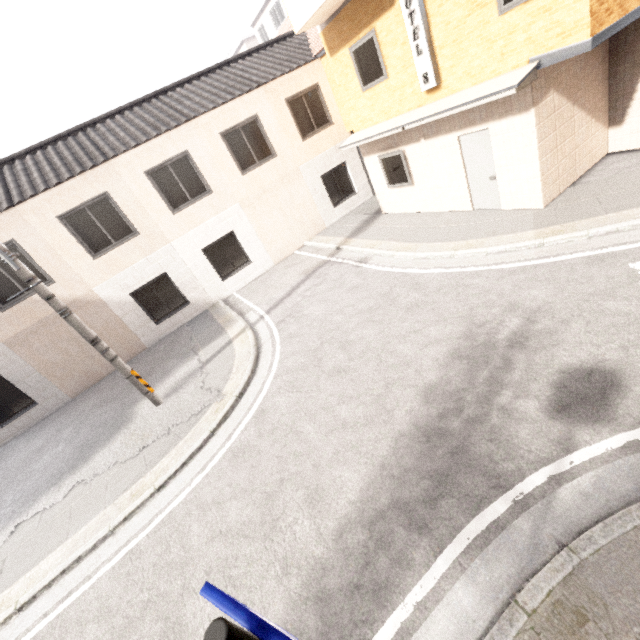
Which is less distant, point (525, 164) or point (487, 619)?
point (487, 619)

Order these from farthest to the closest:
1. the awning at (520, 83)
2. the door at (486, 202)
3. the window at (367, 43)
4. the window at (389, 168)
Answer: the window at (389, 168)
the window at (367, 43)
the door at (486, 202)
the awning at (520, 83)

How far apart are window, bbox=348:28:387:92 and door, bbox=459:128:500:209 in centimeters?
257cm

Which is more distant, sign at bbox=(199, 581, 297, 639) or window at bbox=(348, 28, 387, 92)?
window at bbox=(348, 28, 387, 92)

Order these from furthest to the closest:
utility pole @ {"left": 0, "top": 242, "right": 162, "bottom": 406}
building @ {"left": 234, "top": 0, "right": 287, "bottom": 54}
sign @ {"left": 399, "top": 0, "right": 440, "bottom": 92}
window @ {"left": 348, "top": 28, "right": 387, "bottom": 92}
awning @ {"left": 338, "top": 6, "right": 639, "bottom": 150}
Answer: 1. building @ {"left": 234, "top": 0, "right": 287, "bottom": 54}
2. window @ {"left": 348, "top": 28, "right": 387, "bottom": 92}
3. sign @ {"left": 399, "top": 0, "right": 440, "bottom": 92}
4. utility pole @ {"left": 0, "top": 242, "right": 162, "bottom": 406}
5. awning @ {"left": 338, "top": 6, "right": 639, "bottom": 150}

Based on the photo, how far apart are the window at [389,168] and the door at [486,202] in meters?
1.8

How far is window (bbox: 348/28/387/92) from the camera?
8.69m

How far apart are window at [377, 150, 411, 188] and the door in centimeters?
183cm
